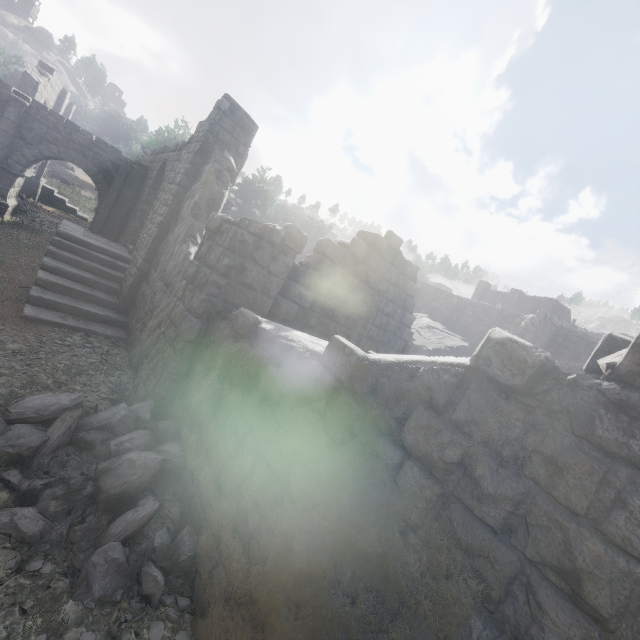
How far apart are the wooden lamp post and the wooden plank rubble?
22.7m

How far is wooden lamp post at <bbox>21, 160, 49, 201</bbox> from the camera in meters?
19.7 m

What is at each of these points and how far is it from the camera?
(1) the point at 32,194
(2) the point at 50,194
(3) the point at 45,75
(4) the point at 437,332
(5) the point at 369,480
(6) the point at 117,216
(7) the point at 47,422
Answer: (1) wooden lamp post, 19.84m
(2) building, 21.22m
(3) building, 18.78m
(4) wooden plank rubble, 19.75m
(5) building, 2.84m
(6) stone arch, 15.65m
(7) rubble, 5.08m

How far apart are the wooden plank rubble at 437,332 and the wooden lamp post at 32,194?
22.7 meters

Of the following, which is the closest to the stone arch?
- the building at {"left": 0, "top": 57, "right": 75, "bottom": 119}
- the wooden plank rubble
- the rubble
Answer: the building at {"left": 0, "top": 57, "right": 75, "bottom": 119}

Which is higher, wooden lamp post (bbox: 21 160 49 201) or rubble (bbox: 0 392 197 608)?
wooden lamp post (bbox: 21 160 49 201)

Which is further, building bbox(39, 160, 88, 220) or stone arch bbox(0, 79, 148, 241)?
building bbox(39, 160, 88, 220)

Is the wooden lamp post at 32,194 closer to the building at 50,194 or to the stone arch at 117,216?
the building at 50,194
